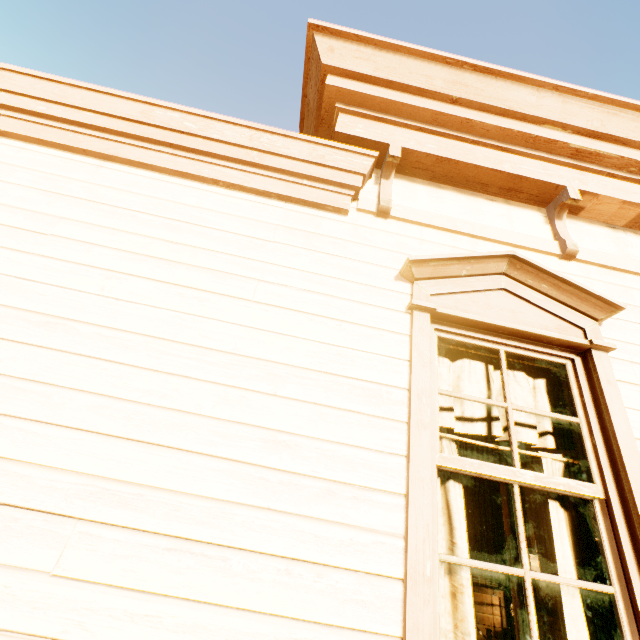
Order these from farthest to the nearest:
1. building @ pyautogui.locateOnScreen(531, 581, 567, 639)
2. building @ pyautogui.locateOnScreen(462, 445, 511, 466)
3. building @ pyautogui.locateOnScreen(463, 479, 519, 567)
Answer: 1. building @ pyautogui.locateOnScreen(531, 581, 567, 639)
2. building @ pyautogui.locateOnScreen(462, 445, 511, 466)
3. building @ pyautogui.locateOnScreen(463, 479, 519, 567)

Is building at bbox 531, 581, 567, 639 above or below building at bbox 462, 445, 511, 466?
below

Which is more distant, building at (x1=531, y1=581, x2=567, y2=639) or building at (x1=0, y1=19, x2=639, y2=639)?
building at (x1=531, y1=581, x2=567, y2=639)

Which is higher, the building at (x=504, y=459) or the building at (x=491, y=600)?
the building at (x=504, y=459)

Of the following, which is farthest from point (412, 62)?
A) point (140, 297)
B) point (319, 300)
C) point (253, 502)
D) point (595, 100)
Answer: point (253, 502)

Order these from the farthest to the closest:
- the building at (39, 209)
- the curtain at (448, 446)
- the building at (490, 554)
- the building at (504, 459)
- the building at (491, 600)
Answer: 1. the building at (504, 459)
2. the building at (490, 554)
3. the building at (491, 600)
4. the curtain at (448, 446)
5. the building at (39, 209)

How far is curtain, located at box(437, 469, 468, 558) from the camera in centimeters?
156cm
